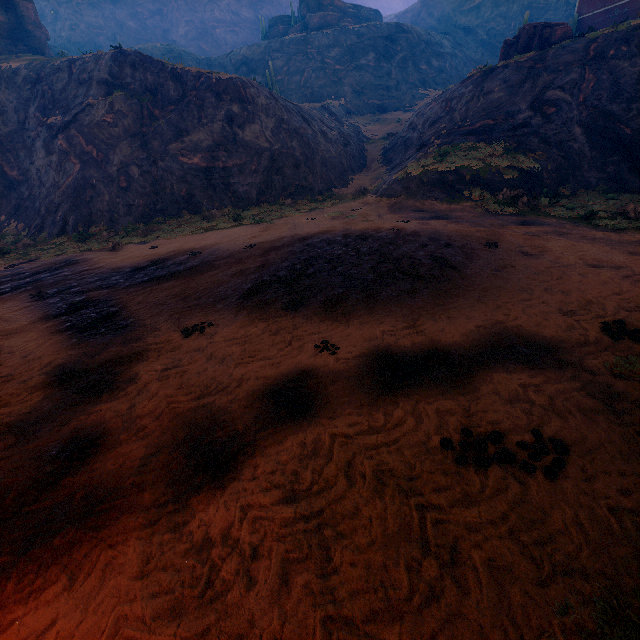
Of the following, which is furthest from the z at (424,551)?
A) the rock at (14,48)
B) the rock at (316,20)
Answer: the rock at (14,48)

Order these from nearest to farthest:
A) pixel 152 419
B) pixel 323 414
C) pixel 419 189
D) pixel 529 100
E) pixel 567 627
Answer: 1. pixel 567 627
2. pixel 323 414
3. pixel 152 419
4. pixel 419 189
5. pixel 529 100

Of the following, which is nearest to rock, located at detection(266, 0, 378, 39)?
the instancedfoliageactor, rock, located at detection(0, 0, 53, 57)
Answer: the instancedfoliageactor

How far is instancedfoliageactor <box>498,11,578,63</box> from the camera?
23.1m

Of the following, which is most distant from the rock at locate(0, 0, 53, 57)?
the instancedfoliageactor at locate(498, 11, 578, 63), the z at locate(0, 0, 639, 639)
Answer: the instancedfoliageactor at locate(498, 11, 578, 63)

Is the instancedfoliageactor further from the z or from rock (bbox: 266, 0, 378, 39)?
rock (bbox: 266, 0, 378, 39)

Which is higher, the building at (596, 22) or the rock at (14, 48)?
the rock at (14, 48)

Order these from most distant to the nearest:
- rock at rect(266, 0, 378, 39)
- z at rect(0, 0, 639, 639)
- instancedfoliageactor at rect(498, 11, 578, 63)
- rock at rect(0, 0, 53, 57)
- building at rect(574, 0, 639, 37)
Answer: rock at rect(266, 0, 378, 39)
rock at rect(0, 0, 53, 57)
instancedfoliageactor at rect(498, 11, 578, 63)
building at rect(574, 0, 639, 37)
z at rect(0, 0, 639, 639)
